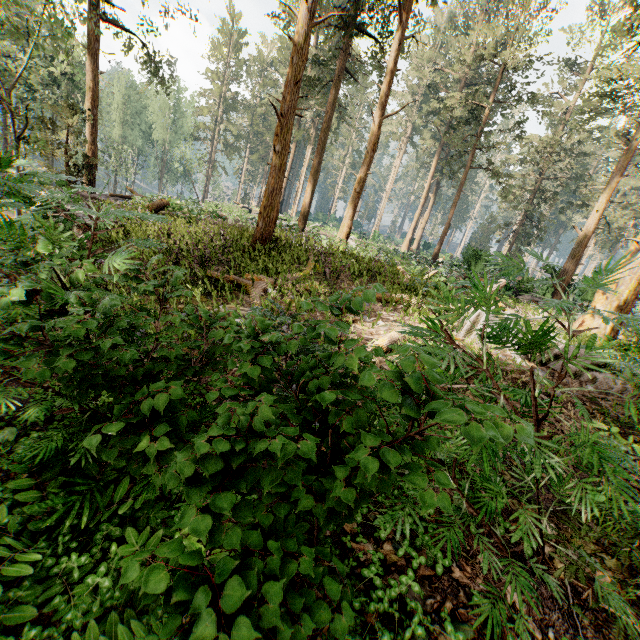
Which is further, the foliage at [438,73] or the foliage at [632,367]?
the foliage at [438,73]

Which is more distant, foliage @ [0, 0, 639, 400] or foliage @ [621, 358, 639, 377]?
foliage @ [0, 0, 639, 400]

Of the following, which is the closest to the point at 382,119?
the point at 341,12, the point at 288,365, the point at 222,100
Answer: the point at 341,12
